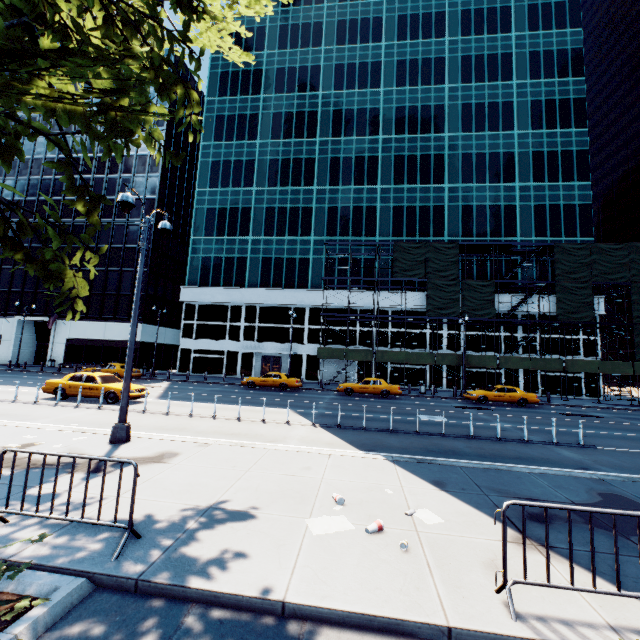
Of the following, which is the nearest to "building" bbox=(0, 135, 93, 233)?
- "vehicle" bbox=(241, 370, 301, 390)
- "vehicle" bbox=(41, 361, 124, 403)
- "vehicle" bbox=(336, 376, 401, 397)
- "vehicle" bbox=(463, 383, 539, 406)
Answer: "vehicle" bbox=(241, 370, 301, 390)

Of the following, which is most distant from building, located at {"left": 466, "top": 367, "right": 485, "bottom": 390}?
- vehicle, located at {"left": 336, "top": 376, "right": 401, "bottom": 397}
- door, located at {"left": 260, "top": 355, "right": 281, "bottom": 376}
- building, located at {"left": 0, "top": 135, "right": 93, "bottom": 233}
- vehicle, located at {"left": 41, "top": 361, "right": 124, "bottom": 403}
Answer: vehicle, located at {"left": 41, "top": 361, "right": 124, "bottom": 403}

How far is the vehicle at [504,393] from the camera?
25.1m

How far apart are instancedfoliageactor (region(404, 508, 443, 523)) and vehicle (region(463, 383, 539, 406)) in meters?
22.3

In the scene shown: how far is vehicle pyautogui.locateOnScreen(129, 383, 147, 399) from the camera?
16.8 meters

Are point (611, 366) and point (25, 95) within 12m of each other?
no

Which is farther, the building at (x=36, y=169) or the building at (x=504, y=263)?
the building at (x=36, y=169)

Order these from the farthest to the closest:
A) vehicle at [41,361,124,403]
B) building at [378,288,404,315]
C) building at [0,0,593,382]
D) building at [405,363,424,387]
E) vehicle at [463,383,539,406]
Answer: building at [0,0,593,382]
building at [378,288,404,315]
building at [405,363,424,387]
vehicle at [463,383,539,406]
vehicle at [41,361,124,403]
